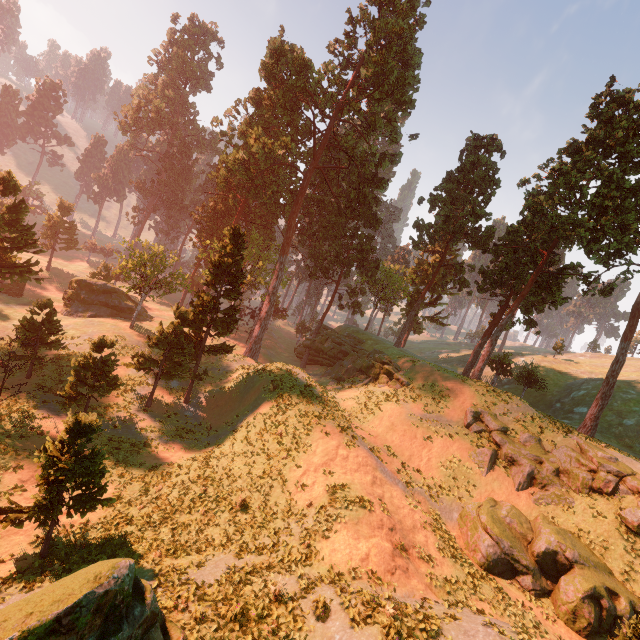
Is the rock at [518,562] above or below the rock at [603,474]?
below

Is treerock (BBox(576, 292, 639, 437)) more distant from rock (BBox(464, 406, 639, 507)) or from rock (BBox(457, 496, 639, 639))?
rock (BBox(457, 496, 639, 639))

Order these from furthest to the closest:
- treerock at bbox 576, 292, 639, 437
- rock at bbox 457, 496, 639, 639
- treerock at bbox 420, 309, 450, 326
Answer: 1. treerock at bbox 420, 309, 450, 326
2. treerock at bbox 576, 292, 639, 437
3. rock at bbox 457, 496, 639, 639

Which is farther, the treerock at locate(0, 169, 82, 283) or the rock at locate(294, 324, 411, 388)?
the rock at locate(294, 324, 411, 388)

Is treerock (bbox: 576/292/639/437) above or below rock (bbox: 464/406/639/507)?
above

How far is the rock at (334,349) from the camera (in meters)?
32.84

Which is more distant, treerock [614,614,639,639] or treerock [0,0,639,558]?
treerock [0,0,639,558]

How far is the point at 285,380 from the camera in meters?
27.0
